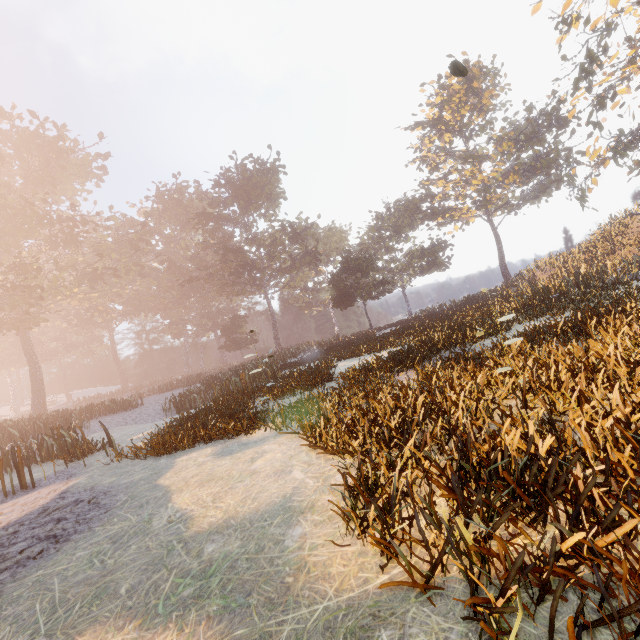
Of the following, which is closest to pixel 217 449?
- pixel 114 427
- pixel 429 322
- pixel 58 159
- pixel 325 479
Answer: pixel 325 479
